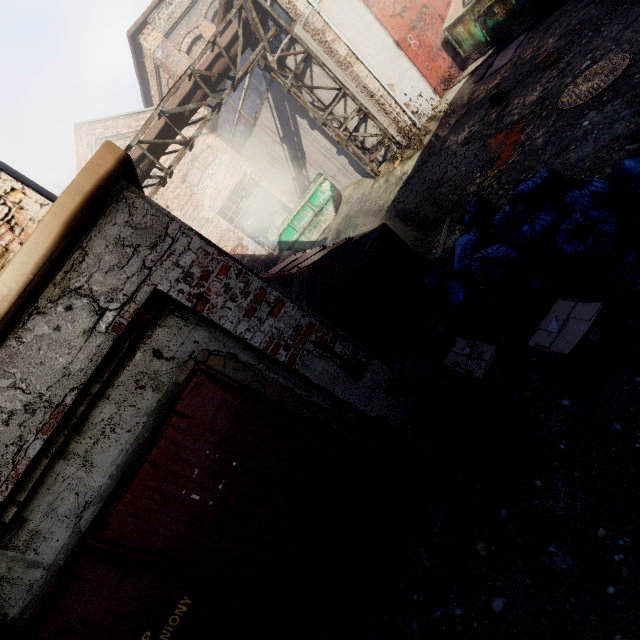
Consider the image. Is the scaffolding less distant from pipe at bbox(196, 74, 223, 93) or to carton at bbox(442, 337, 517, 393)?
pipe at bbox(196, 74, 223, 93)

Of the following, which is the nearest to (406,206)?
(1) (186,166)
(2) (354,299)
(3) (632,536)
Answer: (2) (354,299)

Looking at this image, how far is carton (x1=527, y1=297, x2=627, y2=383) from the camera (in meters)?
2.56

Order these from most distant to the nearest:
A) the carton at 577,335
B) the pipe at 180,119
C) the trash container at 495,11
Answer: the pipe at 180,119 → the trash container at 495,11 → the carton at 577,335

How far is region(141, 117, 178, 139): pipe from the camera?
8.27m

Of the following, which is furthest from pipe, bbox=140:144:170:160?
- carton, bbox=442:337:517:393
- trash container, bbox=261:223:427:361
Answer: carton, bbox=442:337:517:393

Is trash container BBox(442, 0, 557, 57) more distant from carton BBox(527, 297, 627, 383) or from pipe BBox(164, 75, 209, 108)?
carton BBox(527, 297, 627, 383)

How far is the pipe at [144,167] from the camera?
8.2m
